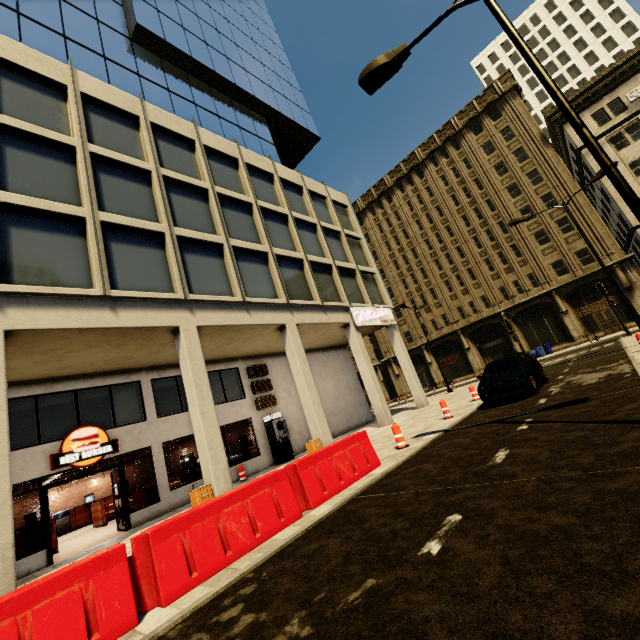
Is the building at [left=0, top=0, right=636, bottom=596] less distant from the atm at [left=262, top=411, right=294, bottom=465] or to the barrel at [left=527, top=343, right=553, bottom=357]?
the atm at [left=262, top=411, right=294, bottom=465]

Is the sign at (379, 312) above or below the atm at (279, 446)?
above

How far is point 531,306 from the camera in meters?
33.6

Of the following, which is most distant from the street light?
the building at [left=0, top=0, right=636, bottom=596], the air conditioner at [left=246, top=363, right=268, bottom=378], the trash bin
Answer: the air conditioner at [left=246, top=363, right=268, bottom=378]

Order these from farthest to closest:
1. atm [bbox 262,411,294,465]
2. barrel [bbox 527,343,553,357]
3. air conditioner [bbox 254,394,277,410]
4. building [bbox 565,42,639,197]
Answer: barrel [bbox 527,343,553,357] → building [bbox 565,42,639,197] → air conditioner [bbox 254,394,277,410] → atm [bbox 262,411,294,465]

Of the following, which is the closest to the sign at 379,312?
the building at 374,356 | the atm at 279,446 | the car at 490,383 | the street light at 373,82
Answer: the building at 374,356

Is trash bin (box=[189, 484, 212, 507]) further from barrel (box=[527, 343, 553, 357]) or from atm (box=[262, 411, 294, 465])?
barrel (box=[527, 343, 553, 357])

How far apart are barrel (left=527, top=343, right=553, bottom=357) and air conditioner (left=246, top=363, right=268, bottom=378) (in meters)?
28.06
